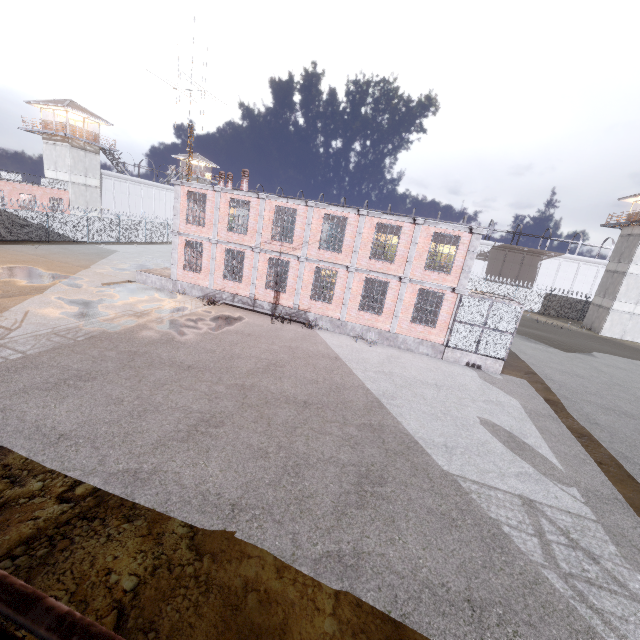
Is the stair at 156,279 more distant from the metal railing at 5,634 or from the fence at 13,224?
the metal railing at 5,634

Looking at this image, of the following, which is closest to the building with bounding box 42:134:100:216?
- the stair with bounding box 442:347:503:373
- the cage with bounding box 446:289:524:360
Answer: the cage with bounding box 446:289:524:360

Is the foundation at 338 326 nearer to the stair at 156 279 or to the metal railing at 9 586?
the stair at 156 279

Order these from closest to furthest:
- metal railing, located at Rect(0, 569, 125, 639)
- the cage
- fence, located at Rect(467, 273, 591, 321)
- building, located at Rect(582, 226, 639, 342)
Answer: metal railing, located at Rect(0, 569, 125, 639), the cage, building, located at Rect(582, 226, 639, 342), fence, located at Rect(467, 273, 591, 321)

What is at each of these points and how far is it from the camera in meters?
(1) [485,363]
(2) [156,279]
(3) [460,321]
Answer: (1) stair, 17.3 m
(2) stair, 22.1 m
(3) cage, 17.2 m

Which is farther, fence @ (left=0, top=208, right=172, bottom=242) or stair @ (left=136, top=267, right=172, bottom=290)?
fence @ (left=0, top=208, right=172, bottom=242)

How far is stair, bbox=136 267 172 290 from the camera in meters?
22.0 m

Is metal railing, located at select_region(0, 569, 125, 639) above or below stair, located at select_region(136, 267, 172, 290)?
above
